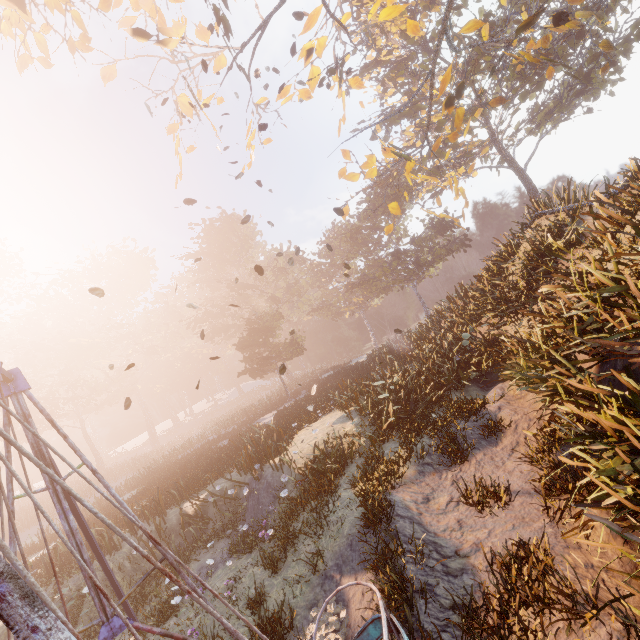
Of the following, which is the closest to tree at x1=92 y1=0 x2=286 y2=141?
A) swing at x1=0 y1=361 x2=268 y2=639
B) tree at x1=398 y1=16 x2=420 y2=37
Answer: tree at x1=398 y1=16 x2=420 y2=37

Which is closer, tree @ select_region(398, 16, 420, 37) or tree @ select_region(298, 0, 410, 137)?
tree @ select_region(298, 0, 410, 137)

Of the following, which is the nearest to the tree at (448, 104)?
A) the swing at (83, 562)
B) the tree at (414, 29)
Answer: the tree at (414, 29)

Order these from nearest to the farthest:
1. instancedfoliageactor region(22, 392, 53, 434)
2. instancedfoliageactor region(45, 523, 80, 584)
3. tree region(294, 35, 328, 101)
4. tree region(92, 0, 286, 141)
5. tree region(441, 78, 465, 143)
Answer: tree region(92, 0, 286, 141) → instancedfoliageactor region(45, 523, 80, 584) → tree region(294, 35, 328, 101) → tree region(441, 78, 465, 143) → instancedfoliageactor region(22, 392, 53, 434)

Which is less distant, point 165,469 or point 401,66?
point 165,469

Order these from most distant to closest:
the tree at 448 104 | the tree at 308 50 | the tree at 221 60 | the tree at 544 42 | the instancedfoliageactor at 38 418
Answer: the instancedfoliageactor at 38 418 → the tree at 448 104 → the tree at 308 50 → the tree at 544 42 → the tree at 221 60

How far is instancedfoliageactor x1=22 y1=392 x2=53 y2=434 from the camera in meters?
39.9 m

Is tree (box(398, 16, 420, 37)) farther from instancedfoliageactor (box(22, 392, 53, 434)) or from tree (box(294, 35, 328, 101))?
instancedfoliageactor (box(22, 392, 53, 434))
